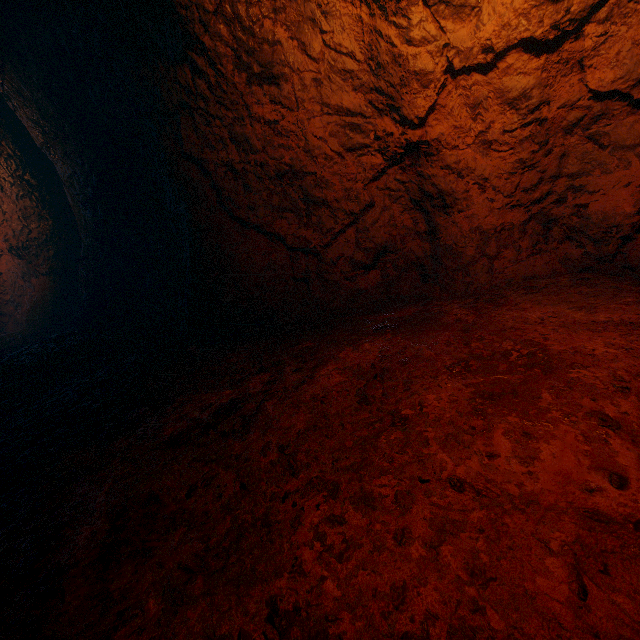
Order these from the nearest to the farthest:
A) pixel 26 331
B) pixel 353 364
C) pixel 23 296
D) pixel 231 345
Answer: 1. pixel 353 364
2. pixel 231 345
3. pixel 26 331
4. pixel 23 296
